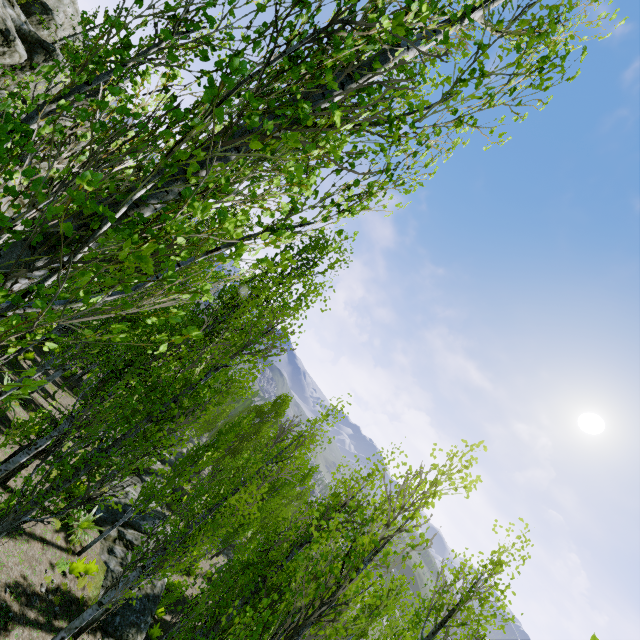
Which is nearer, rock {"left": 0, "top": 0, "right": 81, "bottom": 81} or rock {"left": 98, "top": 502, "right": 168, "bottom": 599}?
rock {"left": 98, "top": 502, "right": 168, "bottom": 599}

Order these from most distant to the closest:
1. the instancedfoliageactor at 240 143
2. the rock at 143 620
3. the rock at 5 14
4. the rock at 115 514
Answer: the rock at 5 14
the rock at 115 514
the rock at 143 620
the instancedfoliageactor at 240 143

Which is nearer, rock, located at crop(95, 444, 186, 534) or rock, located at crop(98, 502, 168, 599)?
rock, located at crop(98, 502, 168, 599)

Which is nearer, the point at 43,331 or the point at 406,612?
the point at 406,612

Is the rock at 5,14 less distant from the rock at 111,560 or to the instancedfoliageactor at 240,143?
the instancedfoliageactor at 240,143

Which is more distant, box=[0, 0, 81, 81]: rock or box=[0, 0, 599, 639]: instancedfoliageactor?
box=[0, 0, 81, 81]: rock

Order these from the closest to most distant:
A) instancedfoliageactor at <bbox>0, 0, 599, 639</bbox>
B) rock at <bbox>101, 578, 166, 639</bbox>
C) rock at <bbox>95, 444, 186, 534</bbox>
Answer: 1. instancedfoliageactor at <bbox>0, 0, 599, 639</bbox>
2. rock at <bbox>101, 578, 166, 639</bbox>
3. rock at <bbox>95, 444, 186, 534</bbox>
